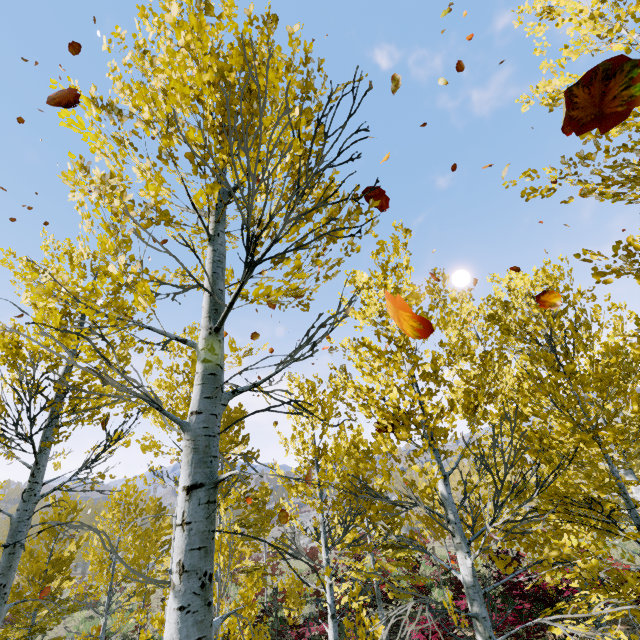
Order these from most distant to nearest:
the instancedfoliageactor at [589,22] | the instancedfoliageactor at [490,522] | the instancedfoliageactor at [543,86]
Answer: the instancedfoliageactor at [543,86] < the instancedfoliageactor at [589,22] < the instancedfoliageactor at [490,522]

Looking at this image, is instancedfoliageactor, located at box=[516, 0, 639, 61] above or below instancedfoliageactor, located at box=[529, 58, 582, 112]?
below

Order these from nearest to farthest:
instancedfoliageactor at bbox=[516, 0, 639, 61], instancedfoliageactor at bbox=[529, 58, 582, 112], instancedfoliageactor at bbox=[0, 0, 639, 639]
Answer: instancedfoliageactor at bbox=[0, 0, 639, 639] < instancedfoliageactor at bbox=[516, 0, 639, 61] < instancedfoliageactor at bbox=[529, 58, 582, 112]

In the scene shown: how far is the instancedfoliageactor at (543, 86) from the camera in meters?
3.8 m

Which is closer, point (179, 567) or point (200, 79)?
point (179, 567)

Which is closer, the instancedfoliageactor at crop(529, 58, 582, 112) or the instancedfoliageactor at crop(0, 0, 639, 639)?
the instancedfoliageactor at crop(0, 0, 639, 639)

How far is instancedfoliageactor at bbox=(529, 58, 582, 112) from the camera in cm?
380
